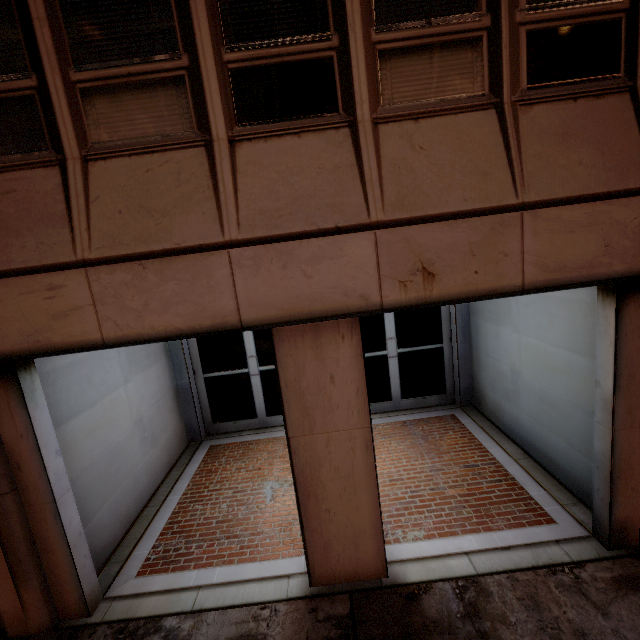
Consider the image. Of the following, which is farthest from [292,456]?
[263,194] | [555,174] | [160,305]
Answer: [555,174]
